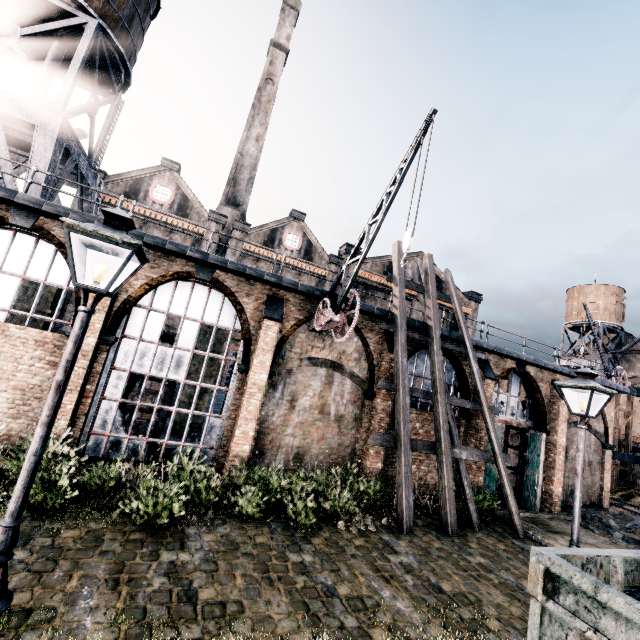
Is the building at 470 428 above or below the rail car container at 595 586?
above

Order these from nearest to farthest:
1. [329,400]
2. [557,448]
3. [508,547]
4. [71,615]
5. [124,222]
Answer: [124,222], [71,615], [508,547], [329,400], [557,448]

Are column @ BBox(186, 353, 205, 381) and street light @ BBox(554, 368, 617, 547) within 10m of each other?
no

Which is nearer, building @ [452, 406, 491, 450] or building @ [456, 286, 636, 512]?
building @ [452, 406, 491, 450]

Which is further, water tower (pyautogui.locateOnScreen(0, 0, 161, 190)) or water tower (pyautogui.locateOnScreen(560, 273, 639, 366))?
water tower (pyautogui.locateOnScreen(560, 273, 639, 366))

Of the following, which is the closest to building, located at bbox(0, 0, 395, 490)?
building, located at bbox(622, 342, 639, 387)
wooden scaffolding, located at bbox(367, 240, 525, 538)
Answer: wooden scaffolding, located at bbox(367, 240, 525, 538)

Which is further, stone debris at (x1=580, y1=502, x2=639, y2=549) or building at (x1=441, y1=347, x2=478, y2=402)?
building at (x1=441, y1=347, x2=478, y2=402)

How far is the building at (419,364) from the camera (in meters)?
16.12
